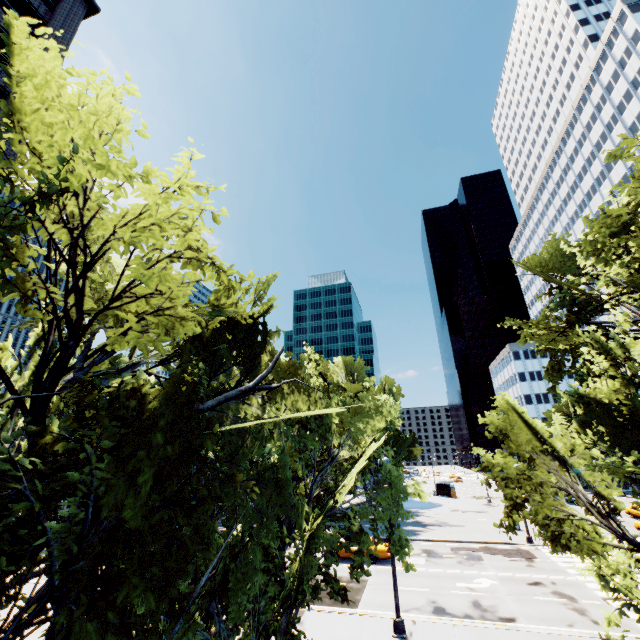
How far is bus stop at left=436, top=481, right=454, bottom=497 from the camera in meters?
56.7

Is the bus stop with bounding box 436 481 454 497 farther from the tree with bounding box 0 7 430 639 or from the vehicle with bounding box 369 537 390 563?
the vehicle with bounding box 369 537 390 563

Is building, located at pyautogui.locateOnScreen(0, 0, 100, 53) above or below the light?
above

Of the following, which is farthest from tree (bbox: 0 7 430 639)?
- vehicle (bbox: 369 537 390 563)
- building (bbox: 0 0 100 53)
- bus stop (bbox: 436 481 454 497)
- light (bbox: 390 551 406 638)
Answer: vehicle (bbox: 369 537 390 563)

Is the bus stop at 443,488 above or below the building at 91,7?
below

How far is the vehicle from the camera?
24.0 meters

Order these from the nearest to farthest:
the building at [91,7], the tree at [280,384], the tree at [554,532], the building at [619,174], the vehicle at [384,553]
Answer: the tree at [280,384] → the tree at [554,532] → the building at [91,7] → the vehicle at [384,553] → the building at [619,174]

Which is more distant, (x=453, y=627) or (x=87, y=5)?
(x=87, y=5)
